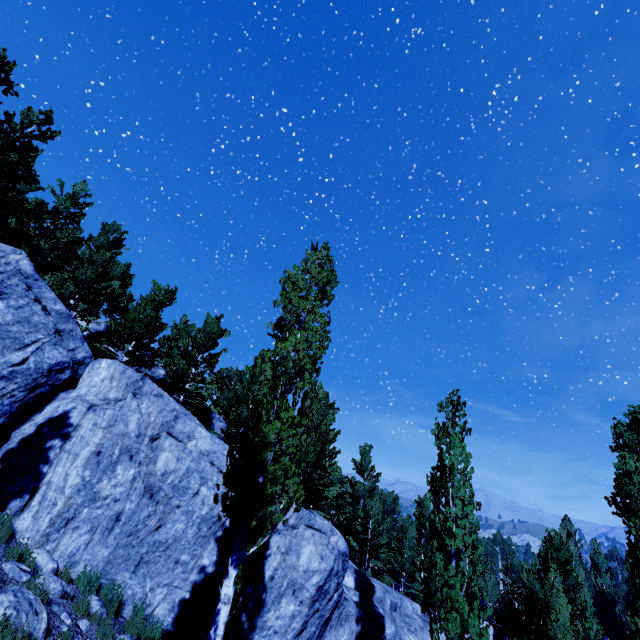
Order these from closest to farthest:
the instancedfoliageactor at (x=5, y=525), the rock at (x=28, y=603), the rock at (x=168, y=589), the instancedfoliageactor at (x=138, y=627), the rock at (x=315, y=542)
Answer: the rock at (x=28, y=603) → the instancedfoliageactor at (x=5, y=525) → the instancedfoliageactor at (x=138, y=627) → the rock at (x=168, y=589) → the rock at (x=315, y=542)

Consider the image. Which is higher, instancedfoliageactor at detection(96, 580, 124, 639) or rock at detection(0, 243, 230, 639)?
rock at detection(0, 243, 230, 639)

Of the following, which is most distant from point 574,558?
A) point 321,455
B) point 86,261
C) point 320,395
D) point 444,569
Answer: point 86,261

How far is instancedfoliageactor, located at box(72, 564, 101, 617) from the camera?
7.0m

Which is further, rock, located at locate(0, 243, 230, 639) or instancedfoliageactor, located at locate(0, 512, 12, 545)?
rock, located at locate(0, 243, 230, 639)

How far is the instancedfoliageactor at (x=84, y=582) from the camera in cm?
704

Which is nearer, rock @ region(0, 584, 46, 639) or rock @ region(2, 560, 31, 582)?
rock @ region(0, 584, 46, 639)

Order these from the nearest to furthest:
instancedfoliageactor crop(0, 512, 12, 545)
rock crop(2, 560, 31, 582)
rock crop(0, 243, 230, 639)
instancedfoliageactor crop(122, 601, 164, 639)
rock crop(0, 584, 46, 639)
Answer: rock crop(0, 584, 46, 639) → rock crop(2, 560, 31, 582) → instancedfoliageactor crop(0, 512, 12, 545) → instancedfoliageactor crop(122, 601, 164, 639) → rock crop(0, 243, 230, 639)
